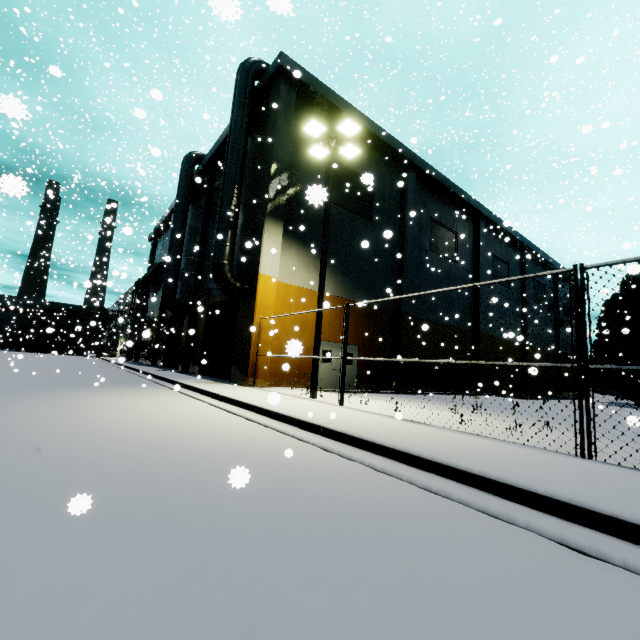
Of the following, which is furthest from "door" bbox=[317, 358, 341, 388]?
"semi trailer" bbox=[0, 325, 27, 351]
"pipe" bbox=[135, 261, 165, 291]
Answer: "pipe" bbox=[135, 261, 165, 291]

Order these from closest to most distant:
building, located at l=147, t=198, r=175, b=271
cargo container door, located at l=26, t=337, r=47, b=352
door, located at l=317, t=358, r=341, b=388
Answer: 1. door, located at l=317, t=358, r=341, b=388
2. building, located at l=147, t=198, r=175, b=271
3. cargo container door, located at l=26, t=337, r=47, b=352

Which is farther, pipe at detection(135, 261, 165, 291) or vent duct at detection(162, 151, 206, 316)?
pipe at detection(135, 261, 165, 291)

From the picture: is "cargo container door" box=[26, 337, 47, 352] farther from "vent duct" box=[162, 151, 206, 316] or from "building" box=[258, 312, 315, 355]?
"vent duct" box=[162, 151, 206, 316]

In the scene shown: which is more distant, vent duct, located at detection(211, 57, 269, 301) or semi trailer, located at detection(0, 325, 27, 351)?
semi trailer, located at detection(0, 325, 27, 351)

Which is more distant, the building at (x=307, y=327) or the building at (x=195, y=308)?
the building at (x=195, y=308)

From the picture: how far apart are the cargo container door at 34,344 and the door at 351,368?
60.12m

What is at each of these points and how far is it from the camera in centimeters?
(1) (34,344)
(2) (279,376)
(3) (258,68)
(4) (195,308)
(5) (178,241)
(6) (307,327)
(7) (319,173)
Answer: (1) cargo container door, 5381cm
(2) building, 1503cm
(3) vent duct, 1650cm
(4) building, 2216cm
(5) vent duct, 2312cm
(6) building, 1622cm
(7) building, 1741cm
